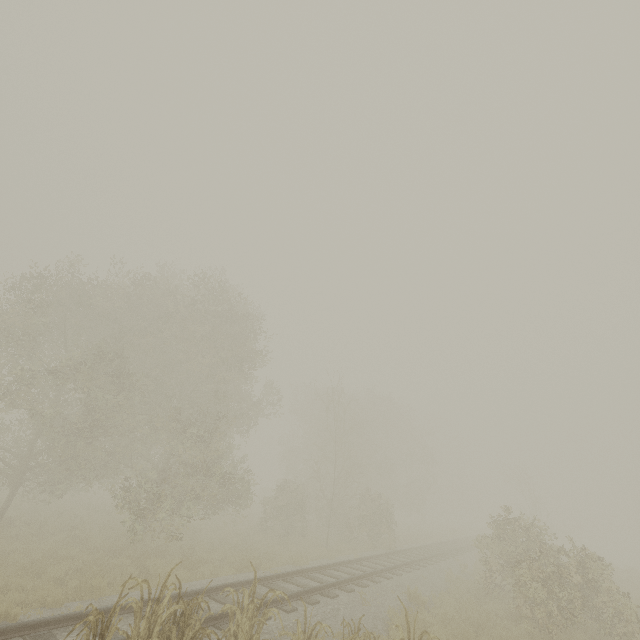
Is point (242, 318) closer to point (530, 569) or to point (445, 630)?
point (445, 630)

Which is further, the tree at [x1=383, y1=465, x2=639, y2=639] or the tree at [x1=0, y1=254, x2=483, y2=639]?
the tree at [x1=0, y1=254, x2=483, y2=639]

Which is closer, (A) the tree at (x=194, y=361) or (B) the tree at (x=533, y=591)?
(B) the tree at (x=533, y=591)
